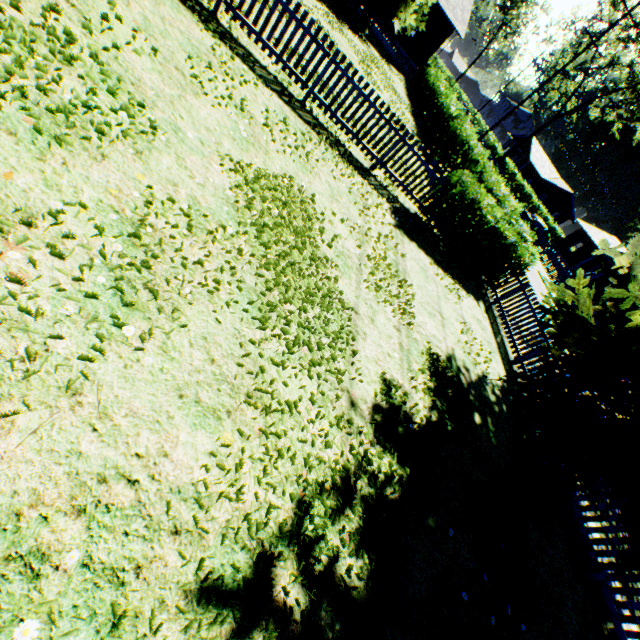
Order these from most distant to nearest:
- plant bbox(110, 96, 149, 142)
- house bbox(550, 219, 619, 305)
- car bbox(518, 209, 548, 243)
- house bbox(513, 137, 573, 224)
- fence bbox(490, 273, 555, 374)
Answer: house bbox(513, 137, 573, 224) < house bbox(550, 219, 619, 305) < car bbox(518, 209, 548, 243) < fence bbox(490, 273, 555, 374) < plant bbox(110, 96, 149, 142)

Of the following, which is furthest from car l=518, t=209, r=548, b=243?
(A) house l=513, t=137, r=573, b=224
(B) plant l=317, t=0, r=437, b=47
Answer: (A) house l=513, t=137, r=573, b=224

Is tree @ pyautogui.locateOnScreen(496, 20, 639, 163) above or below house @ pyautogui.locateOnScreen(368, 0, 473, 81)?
above

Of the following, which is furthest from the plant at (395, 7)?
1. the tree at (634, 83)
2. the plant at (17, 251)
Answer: the tree at (634, 83)

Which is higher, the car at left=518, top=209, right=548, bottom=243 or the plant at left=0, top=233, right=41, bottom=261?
the car at left=518, top=209, right=548, bottom=243

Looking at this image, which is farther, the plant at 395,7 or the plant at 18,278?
the plant at 395,7

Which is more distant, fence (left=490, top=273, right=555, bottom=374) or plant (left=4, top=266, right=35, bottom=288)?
fence (left=490, top=273, right=555, bottom=374)

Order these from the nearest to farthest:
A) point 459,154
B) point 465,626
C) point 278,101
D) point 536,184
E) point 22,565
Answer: point 22,565 < point 465,626 < point 278,101 < point 459,154 < point 536,184
